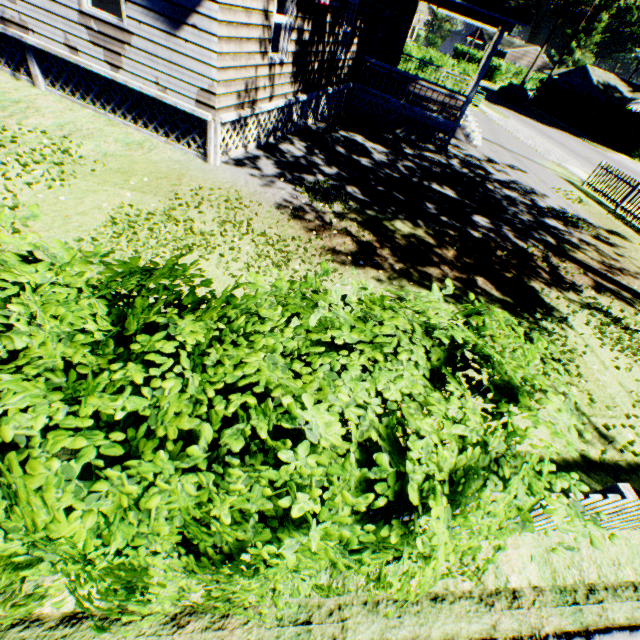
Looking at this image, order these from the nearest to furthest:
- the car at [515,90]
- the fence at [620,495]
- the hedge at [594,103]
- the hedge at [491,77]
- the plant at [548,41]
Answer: the fence at [620,495] < the hedge at [594,103] < the car at [515,90] < the hedge at [491,77] < the plant at [548,41]

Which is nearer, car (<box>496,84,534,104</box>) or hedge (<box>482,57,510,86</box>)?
car (<box>496,84,534,104</box>)

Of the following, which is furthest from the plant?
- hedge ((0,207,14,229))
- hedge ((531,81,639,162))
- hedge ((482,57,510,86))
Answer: hedge ((0,207,14,229))

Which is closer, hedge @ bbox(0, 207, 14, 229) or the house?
hedge @ bbox(0, 207, 14, 229)

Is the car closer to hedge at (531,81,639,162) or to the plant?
hedge at (531,81,639,162)

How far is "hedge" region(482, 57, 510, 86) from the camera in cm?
5006

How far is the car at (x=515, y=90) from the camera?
38.7m

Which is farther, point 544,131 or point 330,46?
point 544,131
